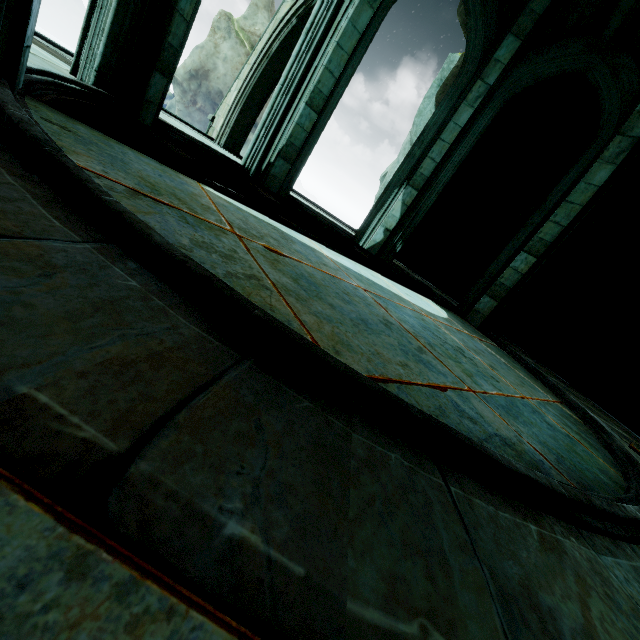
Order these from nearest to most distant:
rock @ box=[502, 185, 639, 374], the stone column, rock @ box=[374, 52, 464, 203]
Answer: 1. rock @ box=[502, 185, 639, 374]
2. the stone column
3. rock @ box=[374, 52, 464, 203]

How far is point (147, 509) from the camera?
0.53m

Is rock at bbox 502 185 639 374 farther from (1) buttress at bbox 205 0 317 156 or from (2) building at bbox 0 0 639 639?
(1) buttress at bbox 205 0 317 156

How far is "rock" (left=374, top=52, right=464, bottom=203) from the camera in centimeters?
1025cm

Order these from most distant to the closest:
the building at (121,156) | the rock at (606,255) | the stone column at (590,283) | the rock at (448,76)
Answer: the rock at (448,76)
the stone column at (590,283)
the rock at (606,255)
the building at (121,156)

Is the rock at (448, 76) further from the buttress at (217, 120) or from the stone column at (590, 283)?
the buttress at (217, 120)

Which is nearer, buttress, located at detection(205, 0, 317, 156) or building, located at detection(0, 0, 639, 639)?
building, located at detection(0, 0, 639, 639)
